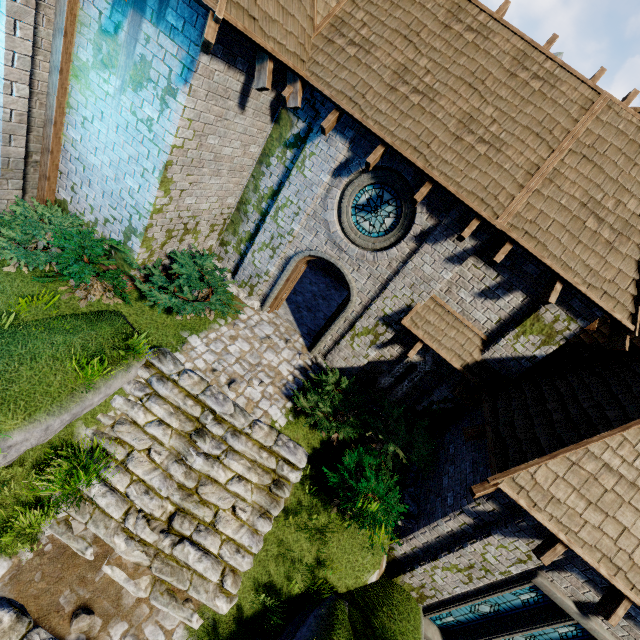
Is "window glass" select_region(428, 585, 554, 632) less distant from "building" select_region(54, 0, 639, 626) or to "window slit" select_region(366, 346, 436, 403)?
"building" select_region(54, 0, 639, 626)

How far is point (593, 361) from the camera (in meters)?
7.47

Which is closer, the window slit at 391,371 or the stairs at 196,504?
the stairs at 196,504

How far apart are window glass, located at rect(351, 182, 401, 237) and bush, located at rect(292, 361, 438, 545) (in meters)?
3.66

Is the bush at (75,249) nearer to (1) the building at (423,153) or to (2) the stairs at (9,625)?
(1) the building at (423,153)

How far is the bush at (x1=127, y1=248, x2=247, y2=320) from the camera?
7.54m

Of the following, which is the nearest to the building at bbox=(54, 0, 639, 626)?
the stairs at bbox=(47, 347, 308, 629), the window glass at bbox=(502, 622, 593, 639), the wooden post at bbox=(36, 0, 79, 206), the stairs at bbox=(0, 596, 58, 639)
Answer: the wooden post at bbox=(36, 0, 79, 206)

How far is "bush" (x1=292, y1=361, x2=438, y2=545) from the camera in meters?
7.1 m
